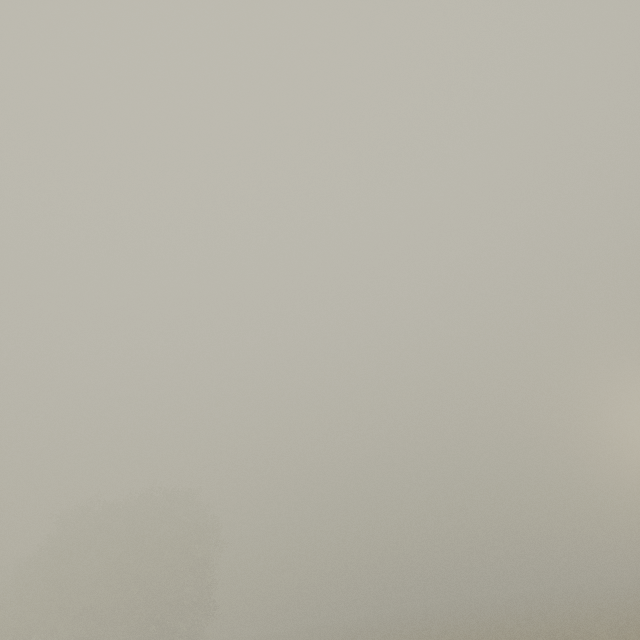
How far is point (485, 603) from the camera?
50.4m
